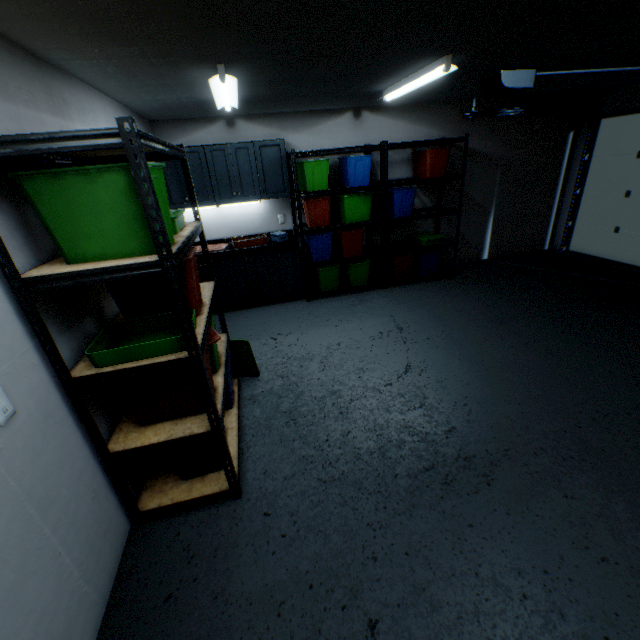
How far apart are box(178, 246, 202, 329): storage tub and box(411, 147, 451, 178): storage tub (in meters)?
3.69

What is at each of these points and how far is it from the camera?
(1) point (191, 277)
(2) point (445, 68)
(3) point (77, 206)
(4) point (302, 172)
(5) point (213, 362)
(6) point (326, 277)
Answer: (1) storage tub, 1.83m
(2) lamp, 2.49m
(3) storage tub, 1.27m
(4) storage tub, 4.19m
(5) storage tub, 2.17m
(6) storage tub, 4.70m

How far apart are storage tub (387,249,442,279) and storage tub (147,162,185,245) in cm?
370

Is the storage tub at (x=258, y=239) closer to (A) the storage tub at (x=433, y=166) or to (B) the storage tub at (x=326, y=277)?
(B) the storage tub at (x=326, y=277)

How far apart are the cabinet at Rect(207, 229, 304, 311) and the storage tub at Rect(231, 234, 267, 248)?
0.0 meters

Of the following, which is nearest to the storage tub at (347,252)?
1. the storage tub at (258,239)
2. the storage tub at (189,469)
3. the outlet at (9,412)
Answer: the storage tub at (258,239)

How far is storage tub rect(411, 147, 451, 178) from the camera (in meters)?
4.34

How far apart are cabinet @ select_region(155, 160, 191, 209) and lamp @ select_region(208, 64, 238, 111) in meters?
0.7 m
